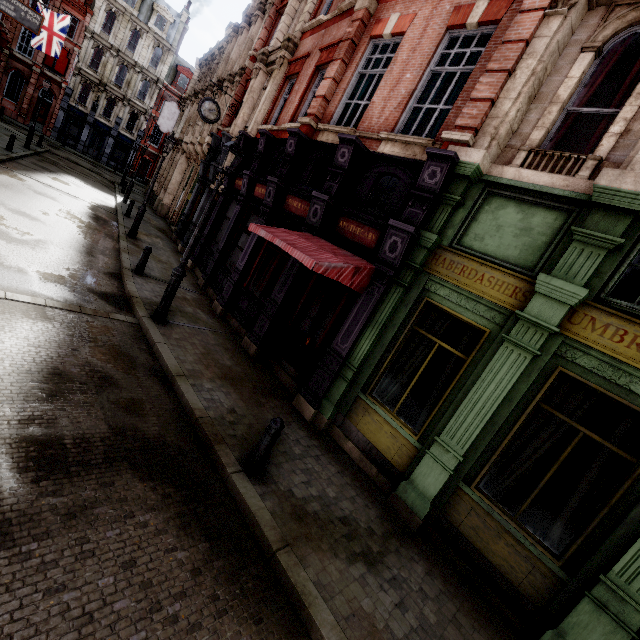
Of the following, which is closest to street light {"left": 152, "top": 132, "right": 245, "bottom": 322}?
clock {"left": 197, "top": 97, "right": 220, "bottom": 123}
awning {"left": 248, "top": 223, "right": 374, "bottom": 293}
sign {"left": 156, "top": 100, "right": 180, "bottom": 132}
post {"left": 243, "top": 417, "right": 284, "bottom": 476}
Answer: awning {"left": 248, "top": 223, "right": 374, "bottom": 293}

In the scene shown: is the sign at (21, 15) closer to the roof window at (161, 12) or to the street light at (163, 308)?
the street light at (163, 308)

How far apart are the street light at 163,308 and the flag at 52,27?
28.4m

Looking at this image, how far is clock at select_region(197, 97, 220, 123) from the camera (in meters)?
14.52

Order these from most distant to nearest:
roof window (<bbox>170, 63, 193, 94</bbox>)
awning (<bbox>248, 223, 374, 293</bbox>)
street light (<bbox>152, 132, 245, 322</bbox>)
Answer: roof window (<bbox>170, 63, 193, 94</bbox>) < street light (<bbox>152, 132, 245, 322</bbox>) < awning (<bbox>248, 223, 374, 293</bbox>)

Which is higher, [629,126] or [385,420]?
[629,126]

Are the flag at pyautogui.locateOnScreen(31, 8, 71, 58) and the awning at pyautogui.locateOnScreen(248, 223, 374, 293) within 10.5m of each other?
no

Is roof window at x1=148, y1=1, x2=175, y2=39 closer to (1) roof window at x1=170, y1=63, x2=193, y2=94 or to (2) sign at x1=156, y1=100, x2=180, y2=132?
(1) roof window at x1=170, y1=63, x2=193, y2=94
